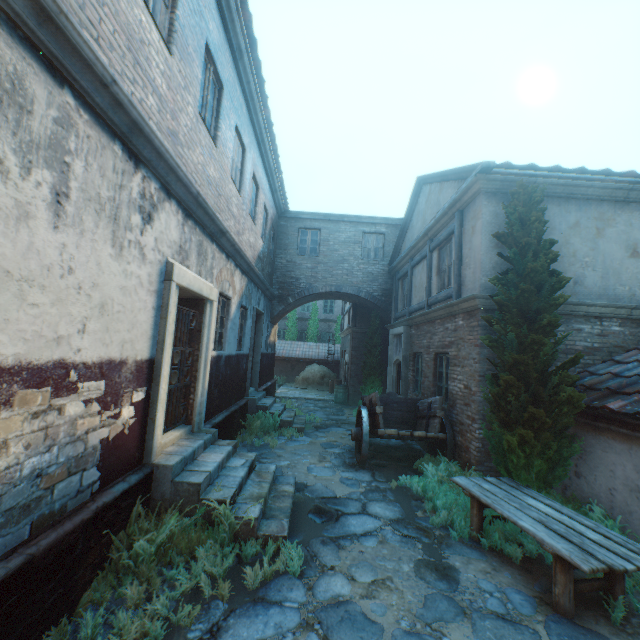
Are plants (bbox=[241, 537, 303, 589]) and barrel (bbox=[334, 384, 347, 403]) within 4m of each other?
no

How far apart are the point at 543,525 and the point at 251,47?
9.88m

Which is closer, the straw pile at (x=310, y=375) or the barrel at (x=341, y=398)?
the barrel at (x=341, y=398)

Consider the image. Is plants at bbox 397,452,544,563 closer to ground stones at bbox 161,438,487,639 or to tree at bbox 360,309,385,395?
ground stones at bbox 161,438,487,639

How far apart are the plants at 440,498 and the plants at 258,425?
4.00m

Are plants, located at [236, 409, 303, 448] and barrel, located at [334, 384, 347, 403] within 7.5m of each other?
yes

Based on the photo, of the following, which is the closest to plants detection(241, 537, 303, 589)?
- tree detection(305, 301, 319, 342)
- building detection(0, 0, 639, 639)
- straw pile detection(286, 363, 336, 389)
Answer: building detection(0, 0, 639, 639)

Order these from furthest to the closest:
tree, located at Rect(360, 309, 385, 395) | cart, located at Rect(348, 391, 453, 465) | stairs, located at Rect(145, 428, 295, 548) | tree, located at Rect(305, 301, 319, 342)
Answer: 1. tree, located at Rect(305, 301, 319, 342)
2. tree, located at Rect(360, 309, 385, 395)
3. cart, located at Rect(348, 391, 453, 465)
4. stairs, located at Rect(145, 428, 295, 548)
